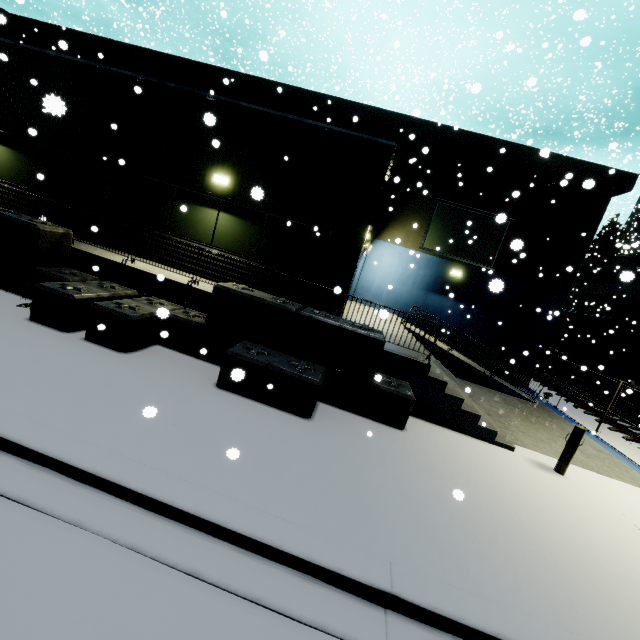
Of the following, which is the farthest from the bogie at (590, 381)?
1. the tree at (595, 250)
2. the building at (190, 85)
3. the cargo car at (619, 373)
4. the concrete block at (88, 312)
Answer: the tree at (595, 250)

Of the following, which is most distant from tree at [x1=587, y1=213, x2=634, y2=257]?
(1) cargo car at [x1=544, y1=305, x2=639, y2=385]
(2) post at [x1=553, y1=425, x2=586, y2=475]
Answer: (2) post at [x1=553, y1=425, x2=586, y2=475]

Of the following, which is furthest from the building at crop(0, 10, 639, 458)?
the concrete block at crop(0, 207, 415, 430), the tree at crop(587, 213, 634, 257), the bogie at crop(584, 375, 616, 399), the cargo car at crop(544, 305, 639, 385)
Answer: the bogie at crop(584, 375, 616, 399)

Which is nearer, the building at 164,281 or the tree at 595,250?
the building at 164,281

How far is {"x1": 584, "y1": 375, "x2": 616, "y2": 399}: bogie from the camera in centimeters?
1878cm

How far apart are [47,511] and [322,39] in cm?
4711

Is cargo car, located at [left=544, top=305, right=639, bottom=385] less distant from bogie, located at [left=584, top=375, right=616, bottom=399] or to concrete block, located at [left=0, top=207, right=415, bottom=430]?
bogie, located at [left=584, top=375, right=616, bottom=399]

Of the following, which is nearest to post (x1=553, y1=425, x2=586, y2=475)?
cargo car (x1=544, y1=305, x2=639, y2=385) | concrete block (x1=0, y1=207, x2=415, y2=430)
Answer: concrete block (x1=0, y1=207, x2=415, y2=430)
